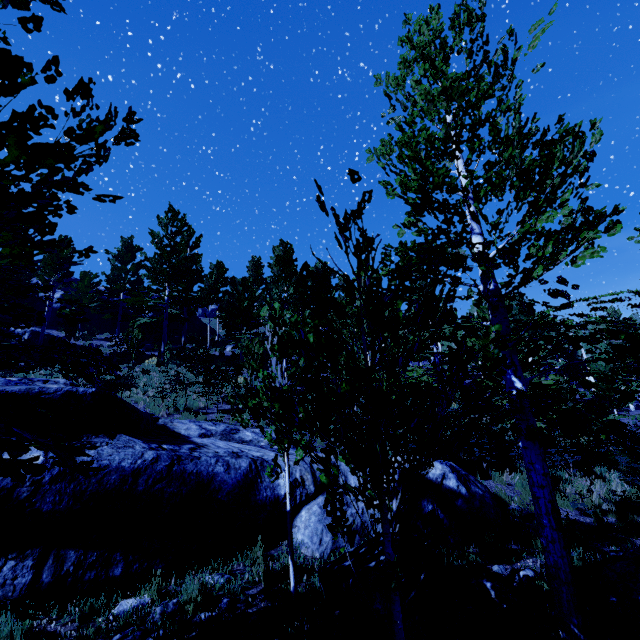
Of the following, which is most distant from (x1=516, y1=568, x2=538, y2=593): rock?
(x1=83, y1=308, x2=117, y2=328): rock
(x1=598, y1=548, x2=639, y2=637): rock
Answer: (x1=83, y1=308, x2=117, y2=328): rock

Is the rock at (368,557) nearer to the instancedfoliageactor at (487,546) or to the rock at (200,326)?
the instancedfoliageactor at (487,546)

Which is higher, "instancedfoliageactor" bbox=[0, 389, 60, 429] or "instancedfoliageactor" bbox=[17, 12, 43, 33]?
"instancedfoliageactor" bbox=[17, 12, 43, 33]

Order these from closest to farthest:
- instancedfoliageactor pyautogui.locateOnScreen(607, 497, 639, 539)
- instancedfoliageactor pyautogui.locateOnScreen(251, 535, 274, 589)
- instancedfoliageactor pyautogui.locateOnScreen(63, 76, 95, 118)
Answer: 1. instancedfoliageactor pyautogui.locateOnScreen(63, 76, 95, 118)
2. instancedfoliageactor pyautogui.locateOnScreen(251, 535, 274, 589)
3. instancedfoliageactor pyautogui.locateOnScreen(607, 497, 639, 539)

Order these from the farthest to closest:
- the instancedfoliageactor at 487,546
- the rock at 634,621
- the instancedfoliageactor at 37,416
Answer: the instancedfoliageactor at 487,546, the rock at 634,621, the instancedfoliageactor at 37,416

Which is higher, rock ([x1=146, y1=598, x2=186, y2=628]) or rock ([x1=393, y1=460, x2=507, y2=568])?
rock ([x1=393, y1=460, x2=507, y2=568])

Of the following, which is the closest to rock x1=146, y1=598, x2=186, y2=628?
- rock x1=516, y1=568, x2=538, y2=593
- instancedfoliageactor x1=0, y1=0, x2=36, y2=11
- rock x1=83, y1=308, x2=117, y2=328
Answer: instancedfoliageactor x1=0, y1=0, x2=36, y2=11

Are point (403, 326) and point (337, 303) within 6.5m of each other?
yes
